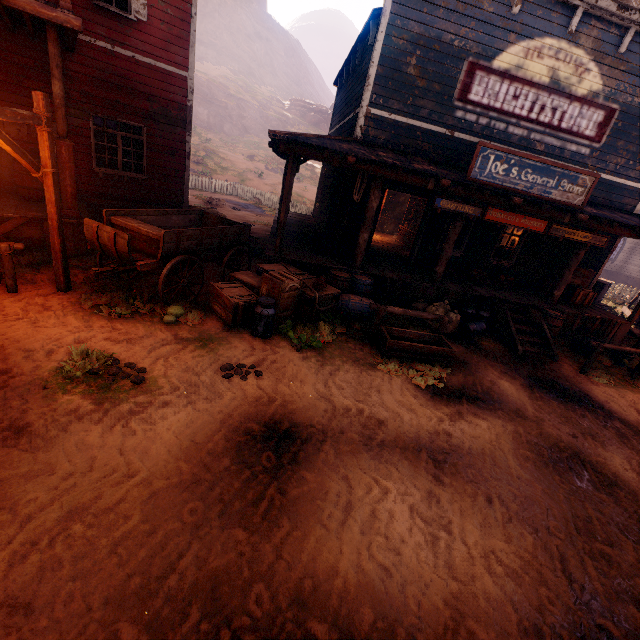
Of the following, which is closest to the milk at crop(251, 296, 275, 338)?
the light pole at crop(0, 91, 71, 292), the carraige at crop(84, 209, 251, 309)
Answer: the carraige at crop(84, 209, 251, 309)

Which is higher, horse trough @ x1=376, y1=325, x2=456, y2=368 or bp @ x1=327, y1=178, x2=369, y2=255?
bp @ x1=327, y1=178, x2=369, y2=255

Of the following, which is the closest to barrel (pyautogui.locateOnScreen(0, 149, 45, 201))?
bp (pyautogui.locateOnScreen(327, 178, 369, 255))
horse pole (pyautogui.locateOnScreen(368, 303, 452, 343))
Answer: bp (pyautogui.locateOnScreen(327, 178, 369, 255))

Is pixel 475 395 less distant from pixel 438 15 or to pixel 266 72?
pixel 438 15

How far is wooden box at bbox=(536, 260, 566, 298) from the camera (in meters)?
10.75

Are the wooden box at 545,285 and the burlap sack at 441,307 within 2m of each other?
no

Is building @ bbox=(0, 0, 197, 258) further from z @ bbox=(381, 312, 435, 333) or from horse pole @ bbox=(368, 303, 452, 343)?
horse pole @ bbox=(368, 303, 452, 343)

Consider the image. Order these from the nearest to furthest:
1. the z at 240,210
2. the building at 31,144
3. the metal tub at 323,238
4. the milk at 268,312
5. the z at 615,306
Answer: the milk at 268,312 → the building at 31,144 → the metal tub at 323,238 → the z at 240,210 → the z at 615,306
